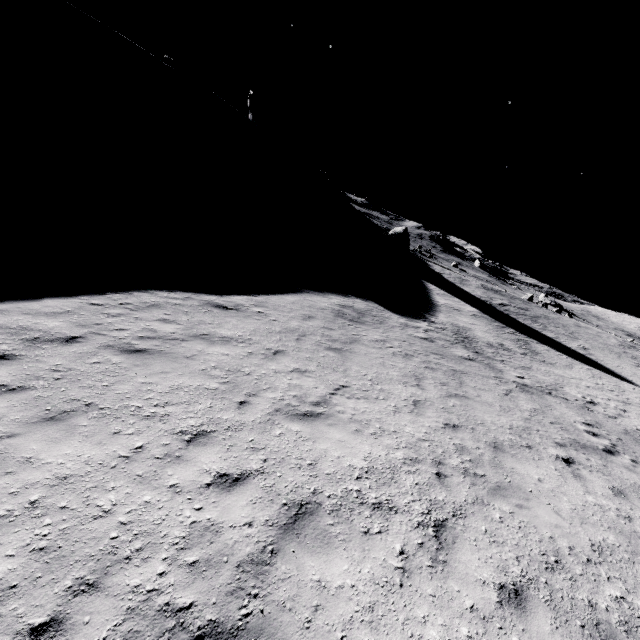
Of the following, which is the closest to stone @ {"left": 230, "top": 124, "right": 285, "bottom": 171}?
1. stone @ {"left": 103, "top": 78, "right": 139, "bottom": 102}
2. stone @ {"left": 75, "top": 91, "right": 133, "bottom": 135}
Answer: stone @ {"left": 103, "top": 78, "right": 139, "bottom": 102}

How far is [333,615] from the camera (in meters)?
3.50

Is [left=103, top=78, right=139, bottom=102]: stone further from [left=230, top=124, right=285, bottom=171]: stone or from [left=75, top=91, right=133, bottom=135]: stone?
[left=230, top=124, right=285, bottom=171]: stone

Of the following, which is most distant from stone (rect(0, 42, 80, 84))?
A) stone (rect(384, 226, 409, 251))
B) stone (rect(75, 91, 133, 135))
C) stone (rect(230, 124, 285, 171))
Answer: stone (rect(384, 226, 409, 251))

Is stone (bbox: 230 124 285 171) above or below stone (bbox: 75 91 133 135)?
above

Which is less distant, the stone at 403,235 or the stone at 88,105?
the stone at 88,105

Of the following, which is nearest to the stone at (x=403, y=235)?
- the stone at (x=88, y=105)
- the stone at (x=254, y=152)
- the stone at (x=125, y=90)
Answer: the stone at (x=254, y=152)

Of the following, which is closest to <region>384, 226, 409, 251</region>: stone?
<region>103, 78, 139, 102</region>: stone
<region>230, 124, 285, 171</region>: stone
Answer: <region>230, 124, 285, 171</region>: stone
